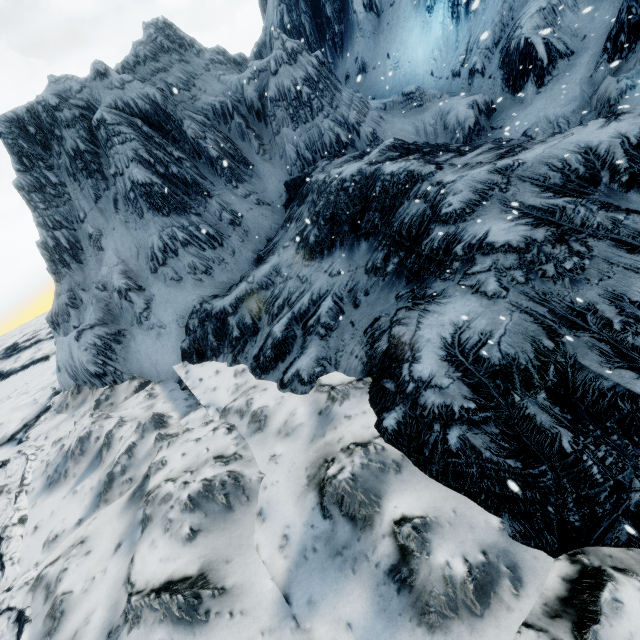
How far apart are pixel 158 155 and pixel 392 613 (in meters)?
16.91
